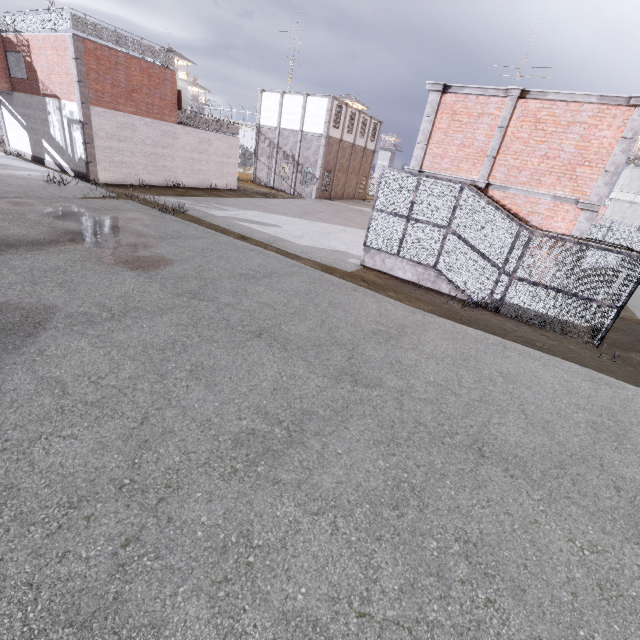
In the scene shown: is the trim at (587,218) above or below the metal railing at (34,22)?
below

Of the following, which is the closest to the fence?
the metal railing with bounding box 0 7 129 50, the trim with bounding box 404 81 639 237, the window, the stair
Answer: the metal railing with bounding box 0 7 129 50

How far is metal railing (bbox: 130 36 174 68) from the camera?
19.0m

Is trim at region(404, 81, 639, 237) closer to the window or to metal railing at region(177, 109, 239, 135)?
metal railing at region(177, 109, 239, 135)

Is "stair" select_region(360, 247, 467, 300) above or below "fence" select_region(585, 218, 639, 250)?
below

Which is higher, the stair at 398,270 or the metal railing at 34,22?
the metal railing at 34,22

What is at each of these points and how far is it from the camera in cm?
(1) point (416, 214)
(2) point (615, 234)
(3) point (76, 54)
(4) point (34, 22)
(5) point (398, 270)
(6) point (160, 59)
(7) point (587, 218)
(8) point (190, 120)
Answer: (1) cage, 1184
(2) fence, 3828
(3) trim, 1691
(4) metal railing, 1809
(5) stair, 1283
(6) metal railing, 2034
(7) trim, 1148
(8) metal railing, 2341

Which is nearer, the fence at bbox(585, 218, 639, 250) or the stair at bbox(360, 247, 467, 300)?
the stair at bbox(360, 247, 467, 300)
